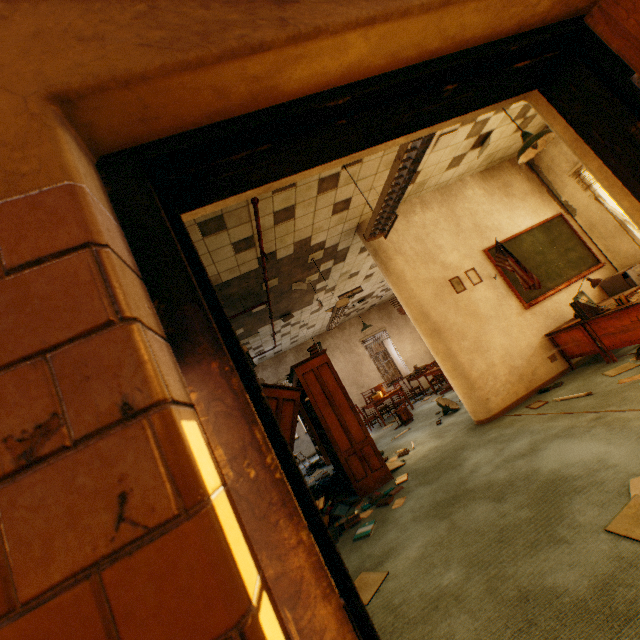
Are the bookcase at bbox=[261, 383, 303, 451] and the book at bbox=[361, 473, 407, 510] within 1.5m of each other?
yes

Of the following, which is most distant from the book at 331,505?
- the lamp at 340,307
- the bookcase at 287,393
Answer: the lamp at 340,307

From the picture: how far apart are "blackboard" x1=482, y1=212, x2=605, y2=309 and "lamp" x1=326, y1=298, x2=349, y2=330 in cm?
Answer: 265

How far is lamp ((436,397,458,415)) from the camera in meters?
6.8 m

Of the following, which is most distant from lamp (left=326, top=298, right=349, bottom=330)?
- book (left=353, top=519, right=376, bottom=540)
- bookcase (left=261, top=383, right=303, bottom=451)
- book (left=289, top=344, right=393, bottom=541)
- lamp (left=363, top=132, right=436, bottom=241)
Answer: book (left=353, top=519, right=376, bottom=540)

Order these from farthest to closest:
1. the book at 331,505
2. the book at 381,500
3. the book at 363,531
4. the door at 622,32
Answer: the book at 331,505
the book at 381,500
the book at 363,531
the door at 622,32

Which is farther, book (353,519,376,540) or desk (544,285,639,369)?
desk (544,285,639,369)

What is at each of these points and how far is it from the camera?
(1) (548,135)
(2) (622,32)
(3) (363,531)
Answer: (1) lamp, 4.1 meters
(2) door, 1.0 meters
(3) book, 3.6 meters
